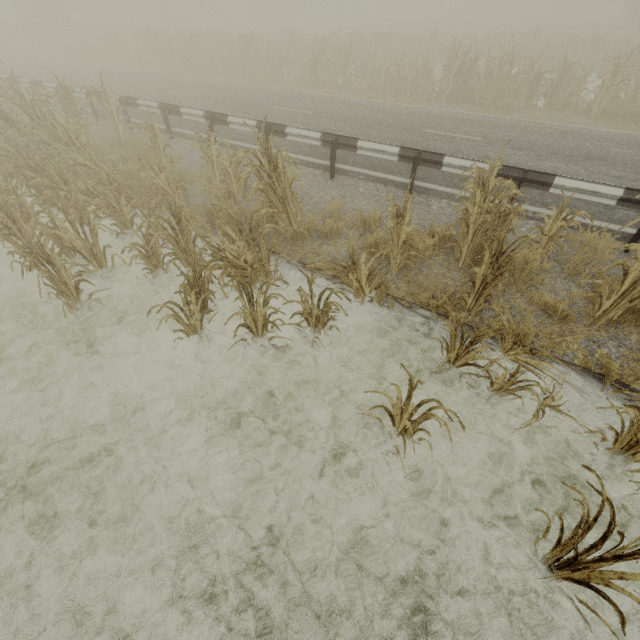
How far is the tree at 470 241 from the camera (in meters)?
3.44

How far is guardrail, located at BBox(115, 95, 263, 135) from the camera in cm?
864

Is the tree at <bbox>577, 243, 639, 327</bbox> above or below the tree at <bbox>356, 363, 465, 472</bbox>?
above

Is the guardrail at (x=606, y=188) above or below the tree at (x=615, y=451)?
above

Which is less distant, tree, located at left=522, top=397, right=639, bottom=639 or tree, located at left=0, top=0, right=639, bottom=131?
tree, located at left=522, top=397, right=639, bottom=639

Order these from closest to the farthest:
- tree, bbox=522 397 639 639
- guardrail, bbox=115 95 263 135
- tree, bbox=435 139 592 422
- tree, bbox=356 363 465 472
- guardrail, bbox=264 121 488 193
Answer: tree, bbox=522 397 639 639
tree, bbox=356 363 465 472
tree, bbox=435 139 592 422
guardrail, bbox=264 121 488 193
guardrail, bbox=115 95 263 135

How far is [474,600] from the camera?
2.98m
